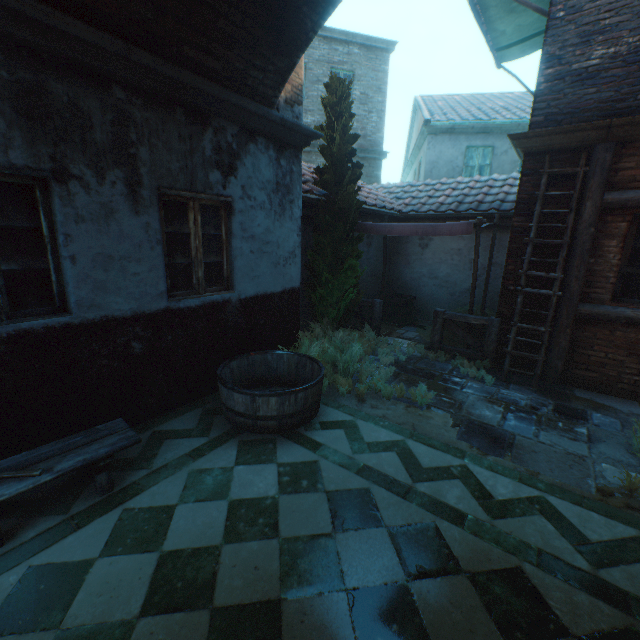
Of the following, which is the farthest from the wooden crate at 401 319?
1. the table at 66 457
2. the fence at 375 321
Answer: the table at 66 457

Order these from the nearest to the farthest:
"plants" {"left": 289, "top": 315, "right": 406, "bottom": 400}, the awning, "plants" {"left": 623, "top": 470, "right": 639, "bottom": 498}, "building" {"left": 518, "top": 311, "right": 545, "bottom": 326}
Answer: "plants" {"left": 623, "top": 470, "right": 639, "bottom": 498} → "plants" {"left": 289, "top": 315, "right": 406, "bottom": 400} → "building" {"left": 518, "top": 311, "right": 545, "bottom": 326} → the awning

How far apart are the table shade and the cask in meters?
3.4 m

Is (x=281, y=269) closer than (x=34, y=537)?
No

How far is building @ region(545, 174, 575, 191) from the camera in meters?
4.9 m

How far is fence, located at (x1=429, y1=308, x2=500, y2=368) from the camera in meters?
5.9

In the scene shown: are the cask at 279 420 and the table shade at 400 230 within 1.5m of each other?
no

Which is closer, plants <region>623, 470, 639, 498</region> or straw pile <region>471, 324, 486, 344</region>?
plants <region>623, 470, 639, 498</region>
